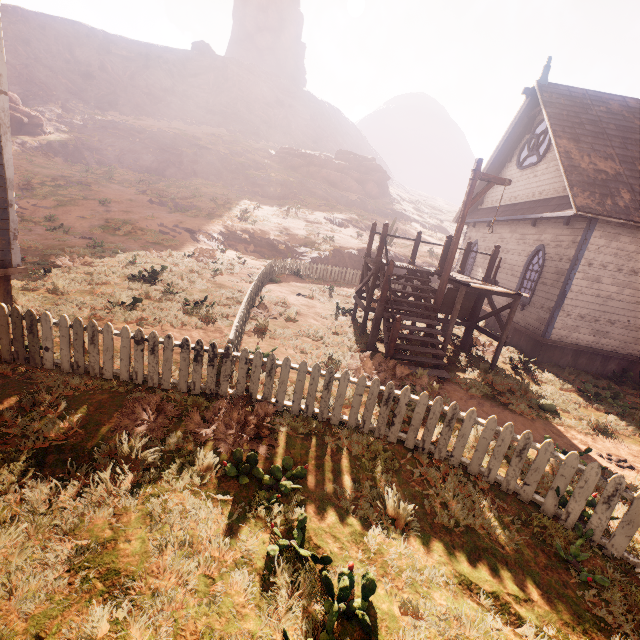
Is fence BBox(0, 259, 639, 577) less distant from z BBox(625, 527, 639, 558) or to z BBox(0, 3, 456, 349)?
z BBox(625, 527, 639, 558)

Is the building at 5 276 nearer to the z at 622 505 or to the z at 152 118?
the z at 622 505

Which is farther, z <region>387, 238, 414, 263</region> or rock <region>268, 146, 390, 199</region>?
rock <region>268, 146, 390, 199</region>

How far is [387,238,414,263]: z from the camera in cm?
2411

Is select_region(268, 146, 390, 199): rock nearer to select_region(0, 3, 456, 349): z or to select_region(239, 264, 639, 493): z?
select_region(0, 3, 456, 349): z

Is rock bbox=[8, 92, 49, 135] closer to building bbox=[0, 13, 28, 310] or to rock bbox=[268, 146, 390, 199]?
building bbox=[0, 13, 28, 310]

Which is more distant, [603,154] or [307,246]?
[307,246]

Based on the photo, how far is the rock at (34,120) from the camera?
32.34m
